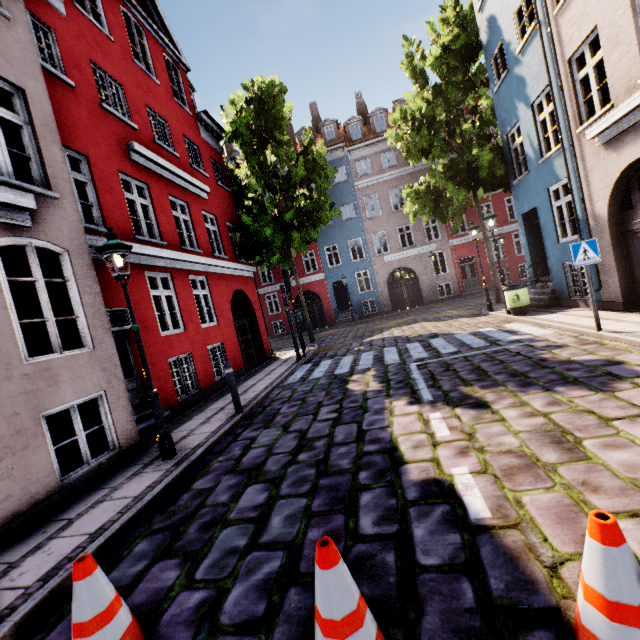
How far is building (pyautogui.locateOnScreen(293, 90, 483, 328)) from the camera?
24.9m

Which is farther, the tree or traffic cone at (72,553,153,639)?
the tree

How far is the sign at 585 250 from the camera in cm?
659

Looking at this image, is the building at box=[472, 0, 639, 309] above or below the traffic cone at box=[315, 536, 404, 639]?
above

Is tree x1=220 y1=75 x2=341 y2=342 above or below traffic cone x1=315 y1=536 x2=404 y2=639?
above

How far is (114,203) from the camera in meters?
7.9

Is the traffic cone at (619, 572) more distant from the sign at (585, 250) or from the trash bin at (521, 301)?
the trash bin at (521, 301)

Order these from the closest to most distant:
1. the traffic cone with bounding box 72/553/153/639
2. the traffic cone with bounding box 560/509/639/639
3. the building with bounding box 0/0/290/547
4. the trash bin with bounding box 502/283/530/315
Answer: the traffic cone with bounding box 560/509/639/639 → the traffic cone with bounding box 72/553/153/639 → the building with bounding box 0/0/290/547 → the trash bin with bounding box 502/283/530/315
